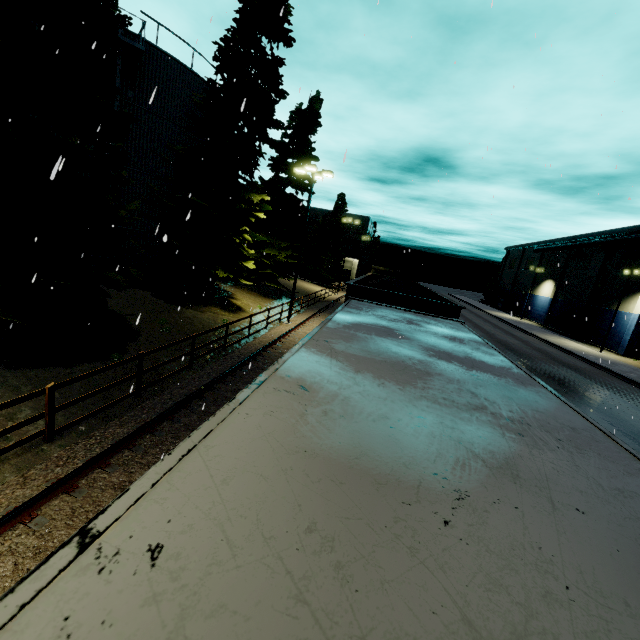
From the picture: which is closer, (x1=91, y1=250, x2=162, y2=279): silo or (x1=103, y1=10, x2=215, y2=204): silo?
(x1=103, y1=10, x2=215, y2=204): silo

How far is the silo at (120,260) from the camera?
17.2 meters

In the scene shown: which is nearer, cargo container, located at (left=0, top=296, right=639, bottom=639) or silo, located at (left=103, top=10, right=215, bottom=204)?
cargo container, located at (left=0, top=296, right=639, bottom=639)

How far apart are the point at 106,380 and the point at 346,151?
9.2 meters

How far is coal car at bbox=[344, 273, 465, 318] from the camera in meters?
8.1 m

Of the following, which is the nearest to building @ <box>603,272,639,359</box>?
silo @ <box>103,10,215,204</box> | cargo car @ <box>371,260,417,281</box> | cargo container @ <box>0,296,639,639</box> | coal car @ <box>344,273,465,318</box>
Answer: cargo car @ <box>371,260,417,281</box>

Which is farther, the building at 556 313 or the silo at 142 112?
the building at 556 313
